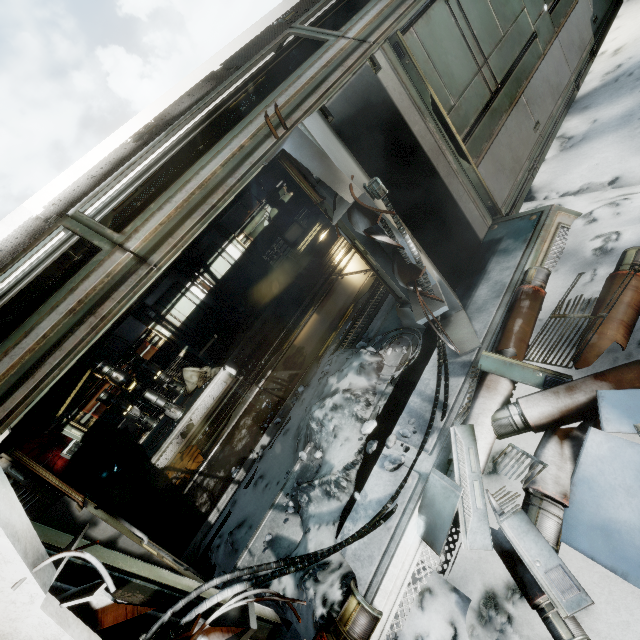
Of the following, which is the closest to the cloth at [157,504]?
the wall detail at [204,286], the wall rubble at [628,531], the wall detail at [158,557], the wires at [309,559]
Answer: the wall detail at [158,557]

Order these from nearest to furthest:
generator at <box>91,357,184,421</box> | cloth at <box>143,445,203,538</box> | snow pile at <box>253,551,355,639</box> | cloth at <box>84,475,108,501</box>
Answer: snow pile at <box>253,551,355,639</box> < cloth at <box>143,445,203,538</box> < generator at <box>91,357,184,421</box> < cloth at <box>84,475,108,501</box>

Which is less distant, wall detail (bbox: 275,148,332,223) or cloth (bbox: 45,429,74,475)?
wall detail (bbox: 275,148,332,223)

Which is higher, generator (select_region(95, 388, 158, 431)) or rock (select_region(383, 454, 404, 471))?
generator (select_region(95, 388, 158, 431))

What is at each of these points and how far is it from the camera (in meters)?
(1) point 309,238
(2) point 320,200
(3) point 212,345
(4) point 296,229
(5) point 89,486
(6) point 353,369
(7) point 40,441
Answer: (1) ceiling light, 11.23
(2) wall detail, 3.38
(3) crate, 9.59
(4) crate, 11.16
(5) cloth, 9.21
(6) snow pile, 4.41
(7) cloth, 9.61

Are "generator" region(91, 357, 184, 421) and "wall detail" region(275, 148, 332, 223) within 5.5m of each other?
no

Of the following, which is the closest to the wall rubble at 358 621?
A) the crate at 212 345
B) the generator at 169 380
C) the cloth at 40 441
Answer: the generator at 169 380

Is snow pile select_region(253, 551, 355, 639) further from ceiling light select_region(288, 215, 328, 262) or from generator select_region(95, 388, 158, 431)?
ceiling light select_region(288, 215, 328, 262)
